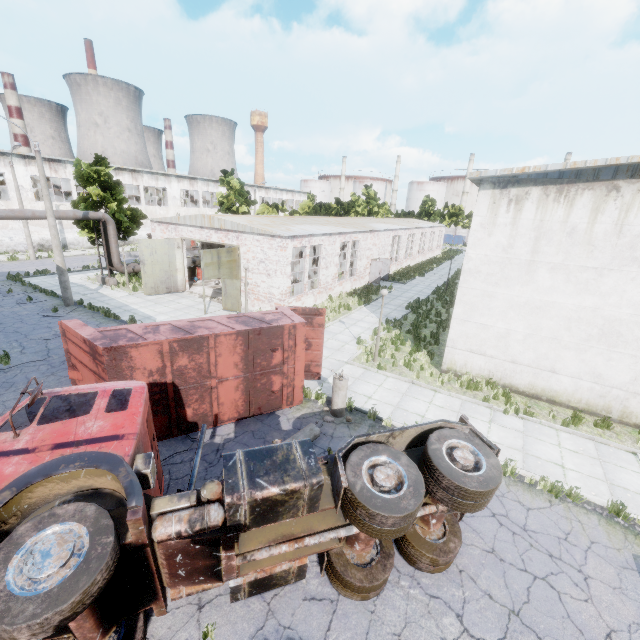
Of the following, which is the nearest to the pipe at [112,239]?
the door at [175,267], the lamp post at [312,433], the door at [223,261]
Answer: the door at [175,267]

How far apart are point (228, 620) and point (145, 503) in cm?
256

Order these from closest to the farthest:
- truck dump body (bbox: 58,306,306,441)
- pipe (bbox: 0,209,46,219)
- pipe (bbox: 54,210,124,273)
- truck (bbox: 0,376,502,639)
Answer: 1. truck (bbox: 0,376,502,639)
2. truck dump body (bbox: 58,306,306,441)
3. pipe (bbox: 0,209,46,219)
4. pipe (bbox: 54,210,124,273)

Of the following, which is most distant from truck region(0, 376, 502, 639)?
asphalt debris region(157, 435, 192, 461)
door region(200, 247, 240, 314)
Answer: door region(200, 247, 240, 314)

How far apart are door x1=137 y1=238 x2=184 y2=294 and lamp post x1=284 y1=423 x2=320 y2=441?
17.8 meters

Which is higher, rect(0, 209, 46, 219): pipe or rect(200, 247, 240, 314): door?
rect(0, 209, 46, 219): pipe

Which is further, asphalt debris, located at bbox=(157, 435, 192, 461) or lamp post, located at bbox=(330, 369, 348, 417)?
lamp post, located at bbox=(330, 369, 348, 417)

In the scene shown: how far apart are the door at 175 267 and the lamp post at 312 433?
17.8 meters
